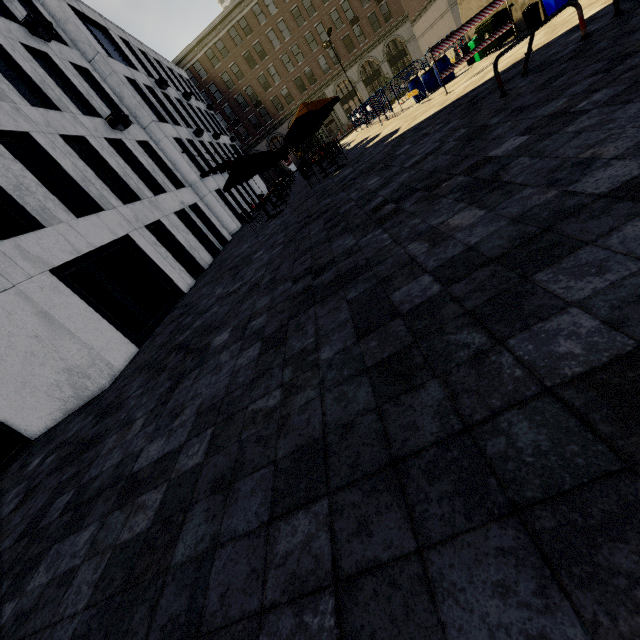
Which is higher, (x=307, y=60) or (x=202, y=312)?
(x=307, y=60)

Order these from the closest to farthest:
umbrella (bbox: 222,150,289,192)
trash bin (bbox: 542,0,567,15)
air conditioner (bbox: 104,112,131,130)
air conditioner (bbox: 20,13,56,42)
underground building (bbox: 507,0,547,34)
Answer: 1. trash bin (bbox: 542,0,567,15)
2. underground building (bbox: 507,0,547,34)
3. air conditioner (bbox: 20,13,56,42)
4. umbrella (bbox: 222,150,289,192)
5. air conditioner (bbox: 104,112,131,130)

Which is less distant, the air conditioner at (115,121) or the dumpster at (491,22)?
the dumpster at (491,22)

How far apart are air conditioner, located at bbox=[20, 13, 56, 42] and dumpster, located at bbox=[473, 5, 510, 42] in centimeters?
1750cm

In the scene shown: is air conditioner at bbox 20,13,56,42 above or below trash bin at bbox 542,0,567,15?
above

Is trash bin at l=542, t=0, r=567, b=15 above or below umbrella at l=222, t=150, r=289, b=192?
below

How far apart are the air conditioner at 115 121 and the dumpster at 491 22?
15.5 meters

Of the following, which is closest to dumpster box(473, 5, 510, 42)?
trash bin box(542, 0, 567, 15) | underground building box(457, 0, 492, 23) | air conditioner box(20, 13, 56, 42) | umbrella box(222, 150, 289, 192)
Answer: underground building box(457, 0, 492, 23)
